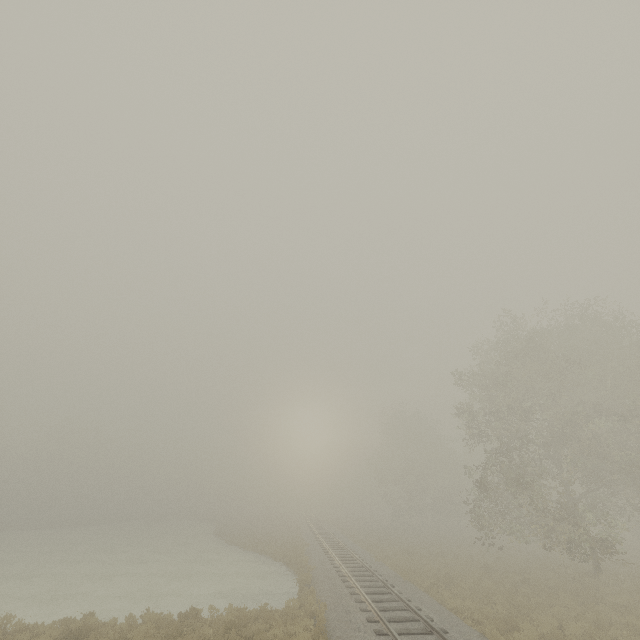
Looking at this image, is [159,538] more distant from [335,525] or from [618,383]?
[618,383]
